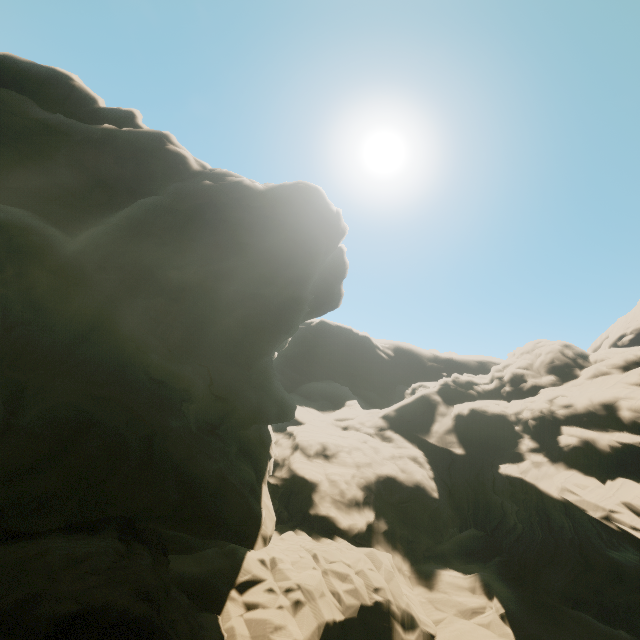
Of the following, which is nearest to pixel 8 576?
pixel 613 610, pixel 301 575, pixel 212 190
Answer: pixel 301 575
